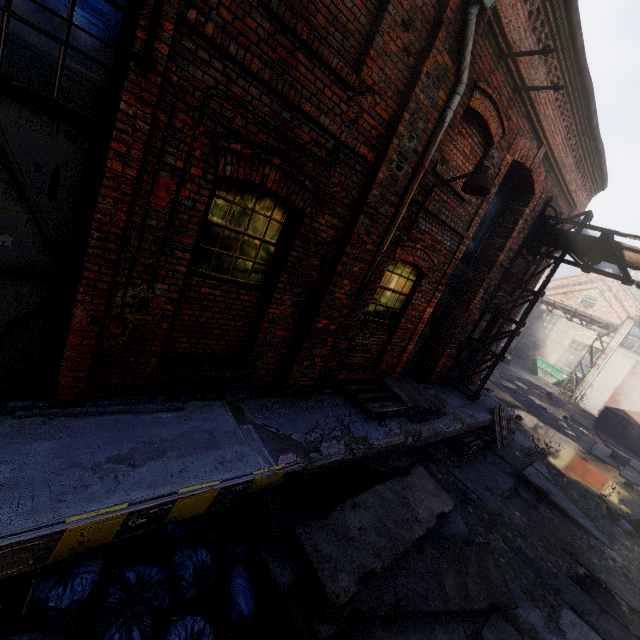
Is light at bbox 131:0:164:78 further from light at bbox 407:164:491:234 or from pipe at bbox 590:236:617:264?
light at bbox 407:164:491:234

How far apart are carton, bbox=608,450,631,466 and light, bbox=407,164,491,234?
14.6m

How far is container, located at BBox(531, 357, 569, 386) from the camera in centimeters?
2589cm

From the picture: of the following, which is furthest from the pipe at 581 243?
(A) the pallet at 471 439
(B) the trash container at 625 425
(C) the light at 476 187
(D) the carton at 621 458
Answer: (B) the trash container at 625 425

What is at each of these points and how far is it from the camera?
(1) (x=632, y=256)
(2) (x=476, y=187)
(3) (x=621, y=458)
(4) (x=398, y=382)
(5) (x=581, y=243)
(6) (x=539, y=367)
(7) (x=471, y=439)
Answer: (1) pipe, 7.5 meters
(2) light, 4.8 meters
(3) carton, 13.0 meters
(4) pallet, 7.6 meters
(5) pipe, 8.2 meters
(6) container, 27.7 meters
(7) pallet, 8.4 meters

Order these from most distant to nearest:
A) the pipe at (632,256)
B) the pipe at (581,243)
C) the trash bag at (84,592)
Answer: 1. the pipe at (581,243)
2. the pipe at (632,256)
3. the trash bag at (84,592)

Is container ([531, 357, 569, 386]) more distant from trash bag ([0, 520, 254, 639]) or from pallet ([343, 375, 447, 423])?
trash bag ([0, 520, 254, 639])

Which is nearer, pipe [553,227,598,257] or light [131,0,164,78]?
light [131,0,164,78]
